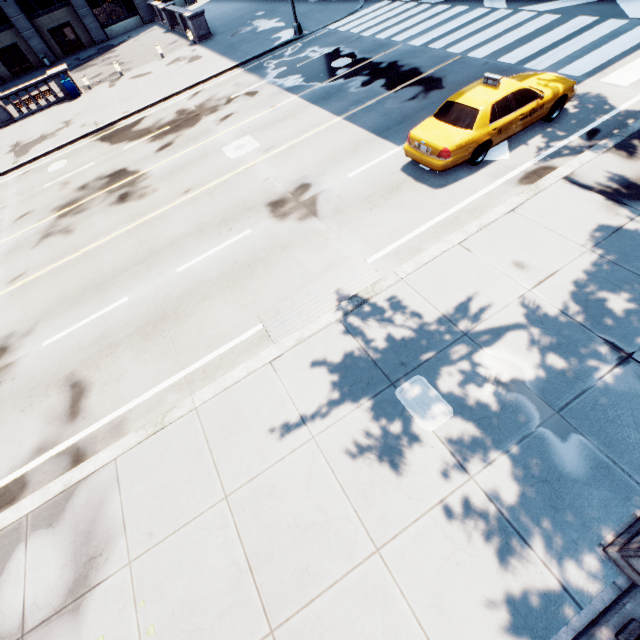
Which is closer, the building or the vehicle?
the vehicle

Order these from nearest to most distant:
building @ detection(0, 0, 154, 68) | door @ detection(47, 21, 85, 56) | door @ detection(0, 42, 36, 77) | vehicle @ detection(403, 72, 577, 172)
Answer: vehicle @ detection(403, 72, 577, 172)
building @ detection(0, 0, 154, 68)
door @ detection(0, 42, 36, 77)
door @ detection(47, 21, 85, 56)

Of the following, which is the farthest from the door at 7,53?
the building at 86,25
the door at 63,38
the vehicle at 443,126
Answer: the vehicle at 443,126

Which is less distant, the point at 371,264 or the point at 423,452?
the point at 423,452

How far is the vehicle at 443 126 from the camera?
8.55m

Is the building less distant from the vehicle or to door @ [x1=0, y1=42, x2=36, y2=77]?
door @ [x1=0, y1=42, x2=36, y2=77]

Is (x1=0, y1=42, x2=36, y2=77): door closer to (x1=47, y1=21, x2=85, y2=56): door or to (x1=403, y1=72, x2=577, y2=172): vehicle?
(x1=47, y1=21, x2=85, y2=56): door

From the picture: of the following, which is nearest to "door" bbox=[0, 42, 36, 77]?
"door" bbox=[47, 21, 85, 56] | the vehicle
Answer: "door" bbox=[47, 21, 85, 56]
